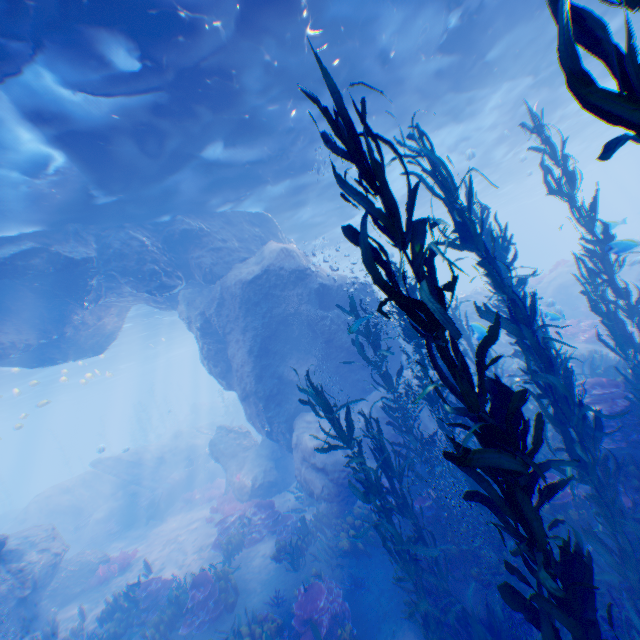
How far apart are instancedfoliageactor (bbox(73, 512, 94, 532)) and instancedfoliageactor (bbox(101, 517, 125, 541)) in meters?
1.3 m

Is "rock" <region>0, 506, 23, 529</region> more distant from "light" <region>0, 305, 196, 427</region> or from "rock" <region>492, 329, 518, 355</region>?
"rock" <region>492, 329, 518, 355</region>

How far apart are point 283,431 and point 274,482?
3.5 meters

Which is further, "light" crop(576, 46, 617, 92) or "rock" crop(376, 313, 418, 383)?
"light" crop(576, 46, 617, 92)

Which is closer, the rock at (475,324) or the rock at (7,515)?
the rock at (475,324)

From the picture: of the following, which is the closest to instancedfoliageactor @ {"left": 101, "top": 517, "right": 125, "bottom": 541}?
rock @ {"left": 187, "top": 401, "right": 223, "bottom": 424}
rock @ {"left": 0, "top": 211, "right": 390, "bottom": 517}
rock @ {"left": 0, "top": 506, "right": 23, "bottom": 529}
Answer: rock @ {"left": 0, "top": 211, "right": 390, "bottom": 517}

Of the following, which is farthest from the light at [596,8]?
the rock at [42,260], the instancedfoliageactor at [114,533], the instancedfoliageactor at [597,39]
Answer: the instancedfoliageactor at [114,533]

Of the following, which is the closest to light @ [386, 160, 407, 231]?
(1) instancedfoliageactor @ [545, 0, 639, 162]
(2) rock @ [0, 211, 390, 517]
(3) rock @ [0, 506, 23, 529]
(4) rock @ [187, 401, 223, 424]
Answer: (2) rock @ [0, 211, 390, 517]
